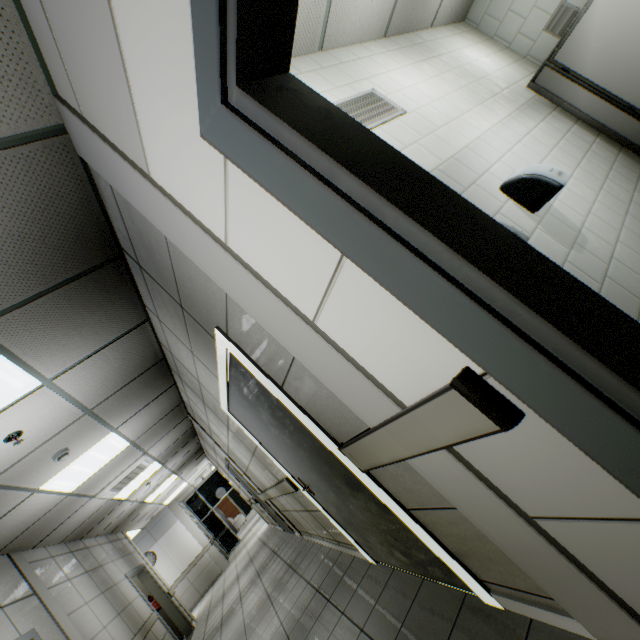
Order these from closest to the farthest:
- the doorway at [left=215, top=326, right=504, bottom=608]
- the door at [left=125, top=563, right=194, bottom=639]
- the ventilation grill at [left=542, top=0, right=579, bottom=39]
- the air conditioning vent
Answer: the doorway at [left=215, top=326, right=504, bottom=608], the ventilation grill at [left=542, top=0, right=579, bottom=39], the air conditioning vent, the door at [left=125, top=563, right=194, bottom=639]

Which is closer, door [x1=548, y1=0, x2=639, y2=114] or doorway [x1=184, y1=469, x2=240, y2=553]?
door [x1=548, y1=0, x2=639, y2=114]

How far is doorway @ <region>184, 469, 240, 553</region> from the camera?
15.4 meters

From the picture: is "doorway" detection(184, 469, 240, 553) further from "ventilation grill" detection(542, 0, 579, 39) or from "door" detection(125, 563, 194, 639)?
"ventilation grill" detection(542, 0, 579, 39)

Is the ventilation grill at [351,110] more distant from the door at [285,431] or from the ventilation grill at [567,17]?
the ventilation grill at [567,17]

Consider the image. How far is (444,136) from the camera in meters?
2.4

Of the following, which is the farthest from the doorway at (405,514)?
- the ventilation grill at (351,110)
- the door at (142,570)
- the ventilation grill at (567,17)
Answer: the door at (142,570)

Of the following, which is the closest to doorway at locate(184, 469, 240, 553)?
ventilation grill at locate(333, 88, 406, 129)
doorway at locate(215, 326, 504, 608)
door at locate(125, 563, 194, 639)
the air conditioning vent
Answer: door at locate(125, 563, 194, 639)
